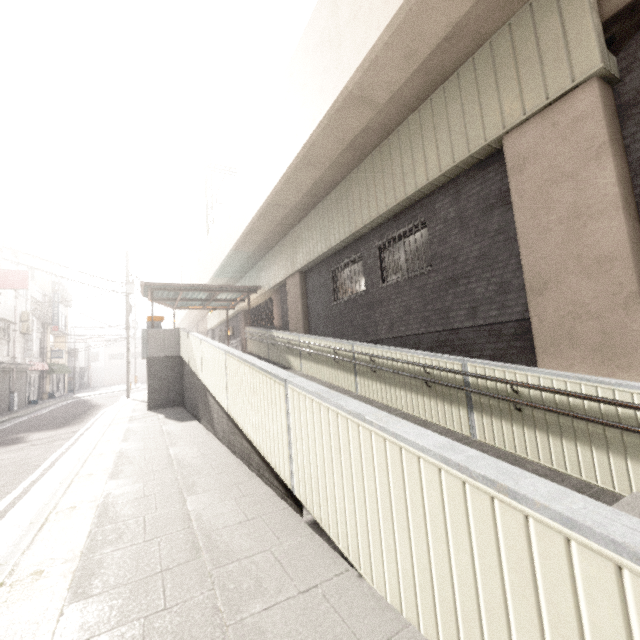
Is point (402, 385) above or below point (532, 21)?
below

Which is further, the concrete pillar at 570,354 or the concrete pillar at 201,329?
the concrete pillar at 201,329

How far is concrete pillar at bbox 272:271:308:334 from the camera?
13.0 meters

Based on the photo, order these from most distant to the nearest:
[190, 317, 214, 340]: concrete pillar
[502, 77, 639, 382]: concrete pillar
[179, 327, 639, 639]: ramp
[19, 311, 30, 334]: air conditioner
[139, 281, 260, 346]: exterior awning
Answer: [190, 317, 214, 340]: concrete pillar < [19, 311, 30, 334]: air conditioner < [139, 281, 260, 346]: exterior awning < [502, 77, 639, 382]: concrete pillar < [179, 327, 639, 639]: ramp

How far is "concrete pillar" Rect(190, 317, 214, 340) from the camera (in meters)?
30.55

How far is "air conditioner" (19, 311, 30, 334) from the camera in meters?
19.9 m

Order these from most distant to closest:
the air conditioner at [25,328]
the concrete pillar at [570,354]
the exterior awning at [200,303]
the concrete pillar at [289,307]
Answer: the air conditioner at [25,328] → the exterior awning at [200,303] → the concrete pillar at [289,307] → the concrete pillar at [570,354]

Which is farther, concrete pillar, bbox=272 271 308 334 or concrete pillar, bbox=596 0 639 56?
concrete pillar, bbox=272 271 308 334
